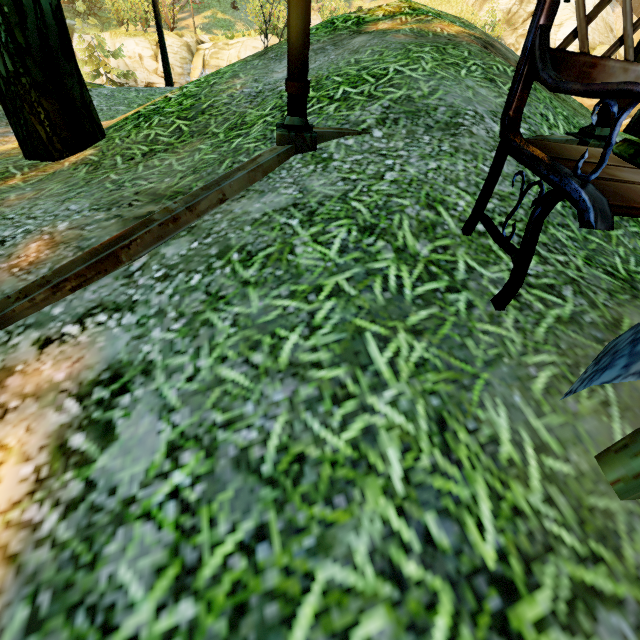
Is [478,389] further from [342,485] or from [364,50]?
[364,50]

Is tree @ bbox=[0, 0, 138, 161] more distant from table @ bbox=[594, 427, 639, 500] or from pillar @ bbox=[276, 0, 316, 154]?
table @ bbox=[594, 427, 639, 500]

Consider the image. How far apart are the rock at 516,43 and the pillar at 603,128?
24.89m

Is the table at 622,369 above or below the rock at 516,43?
below

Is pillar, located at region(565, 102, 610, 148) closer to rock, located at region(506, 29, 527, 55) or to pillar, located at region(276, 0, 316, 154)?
pillar, located at region(276, 0, 316, 154)

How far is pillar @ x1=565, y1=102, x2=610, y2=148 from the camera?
2.2 meters

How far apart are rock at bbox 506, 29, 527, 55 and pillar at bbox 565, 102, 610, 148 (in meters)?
24.89

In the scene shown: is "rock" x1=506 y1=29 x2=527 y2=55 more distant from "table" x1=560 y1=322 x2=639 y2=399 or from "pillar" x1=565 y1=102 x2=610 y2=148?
"table" x1=560 y1=322 x2=639 y2=399
